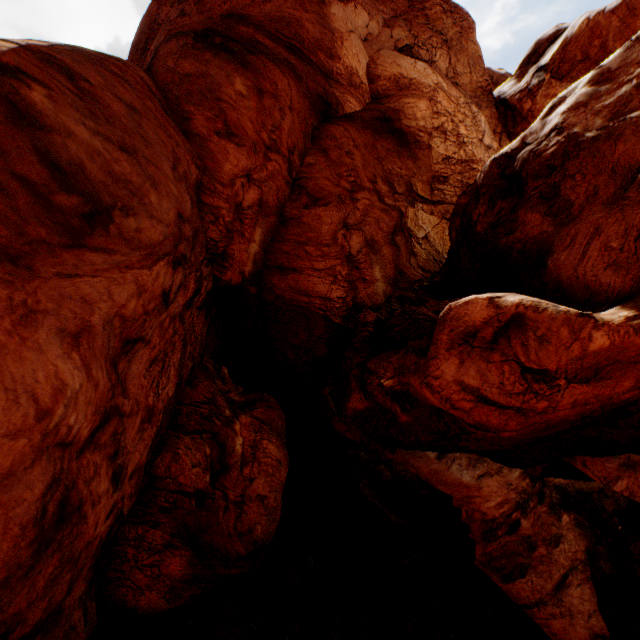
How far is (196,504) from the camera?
11.4 meters
